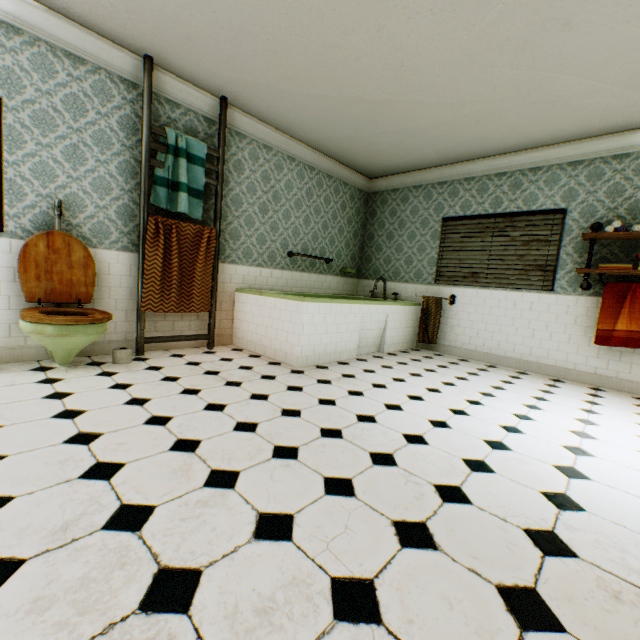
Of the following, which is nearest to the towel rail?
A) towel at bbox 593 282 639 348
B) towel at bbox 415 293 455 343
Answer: towel at bbox 415 293 455 343

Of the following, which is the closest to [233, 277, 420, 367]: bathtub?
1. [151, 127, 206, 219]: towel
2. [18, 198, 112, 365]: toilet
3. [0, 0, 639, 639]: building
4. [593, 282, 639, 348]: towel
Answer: [0, 0, 639, 639]: building

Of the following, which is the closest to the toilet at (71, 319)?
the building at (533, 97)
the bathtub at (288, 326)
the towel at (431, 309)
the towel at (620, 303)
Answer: the building at (533, 97)

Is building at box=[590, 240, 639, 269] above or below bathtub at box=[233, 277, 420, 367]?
above

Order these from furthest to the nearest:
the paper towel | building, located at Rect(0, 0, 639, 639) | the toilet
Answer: the paper towel → the toilet → building, located at Rect(0, 0, 639, 639)

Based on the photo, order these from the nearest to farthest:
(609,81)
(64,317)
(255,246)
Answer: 1. (64,317)
2. (609,81)
3. (255,246)

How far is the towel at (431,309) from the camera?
5.5m

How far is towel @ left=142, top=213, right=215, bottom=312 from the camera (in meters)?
3.61
